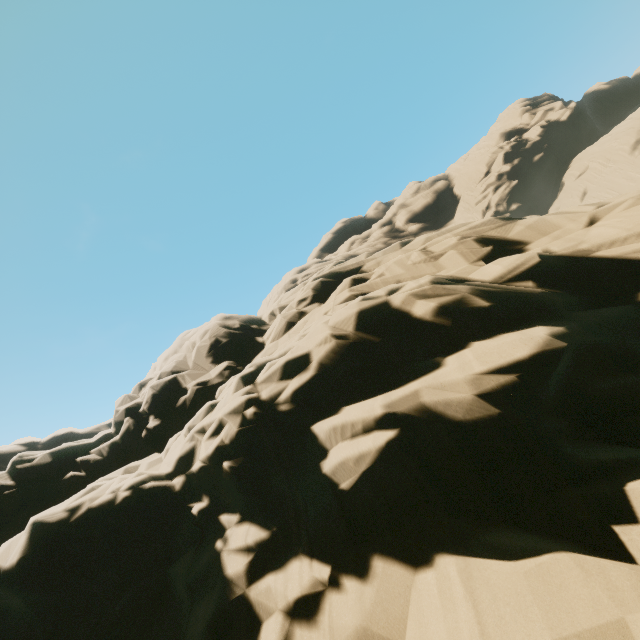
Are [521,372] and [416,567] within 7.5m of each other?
yes
